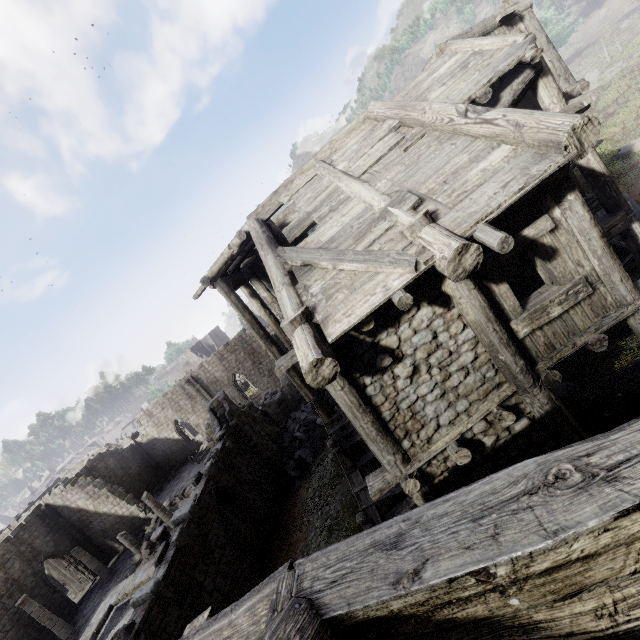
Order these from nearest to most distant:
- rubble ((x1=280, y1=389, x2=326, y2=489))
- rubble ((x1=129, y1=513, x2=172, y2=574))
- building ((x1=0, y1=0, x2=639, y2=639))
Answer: building ((x1=0, y1=0, x2=639, y2=639)), rubble ((x1=280, y1=389, x2=326, y2=489)), rubble ((x1=129, y1=513, x2=172, y2=574))

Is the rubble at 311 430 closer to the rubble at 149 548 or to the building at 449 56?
the building at 449 56

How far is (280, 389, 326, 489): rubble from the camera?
16.22m

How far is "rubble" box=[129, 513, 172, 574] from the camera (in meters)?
21.03

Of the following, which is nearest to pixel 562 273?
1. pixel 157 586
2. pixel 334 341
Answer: pixel 334 341

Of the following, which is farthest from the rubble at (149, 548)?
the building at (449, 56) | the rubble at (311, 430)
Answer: the rubble at (311, 430)

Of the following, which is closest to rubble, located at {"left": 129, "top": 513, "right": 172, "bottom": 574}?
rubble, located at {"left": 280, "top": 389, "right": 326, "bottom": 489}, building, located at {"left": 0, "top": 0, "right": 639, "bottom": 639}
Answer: building, located at {"left": 0, "top": 0, "right": 639, "bottom": 639}
